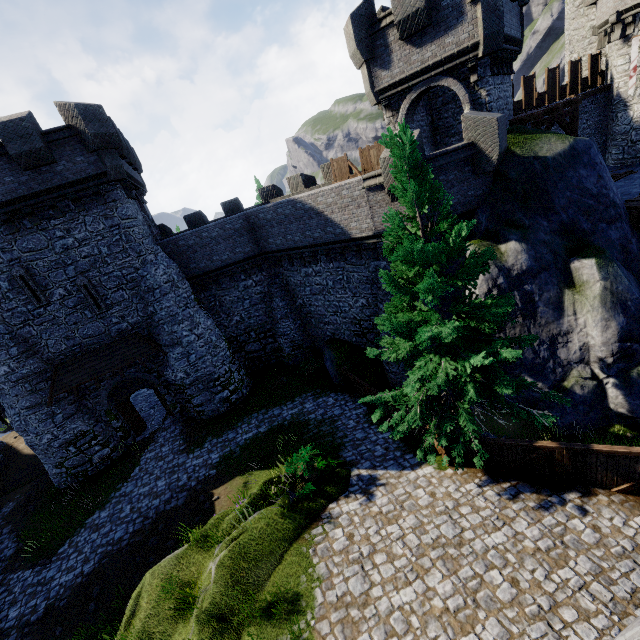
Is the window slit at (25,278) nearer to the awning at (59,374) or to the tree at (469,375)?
the awning at (59,374)

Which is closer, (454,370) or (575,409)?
(454,370)

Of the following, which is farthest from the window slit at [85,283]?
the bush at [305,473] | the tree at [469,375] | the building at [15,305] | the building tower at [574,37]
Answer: the building tower at [574,37]

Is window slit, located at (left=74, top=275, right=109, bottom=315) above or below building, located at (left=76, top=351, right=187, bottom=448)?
above

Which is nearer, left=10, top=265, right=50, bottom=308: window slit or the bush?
the bush

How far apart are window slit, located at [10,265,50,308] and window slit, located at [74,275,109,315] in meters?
1.3 m

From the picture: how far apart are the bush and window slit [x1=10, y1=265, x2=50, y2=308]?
14.9m

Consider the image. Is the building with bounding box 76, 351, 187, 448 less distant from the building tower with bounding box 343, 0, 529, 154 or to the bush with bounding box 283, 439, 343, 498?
the bush with bounding box 283, 439, 343, 498
